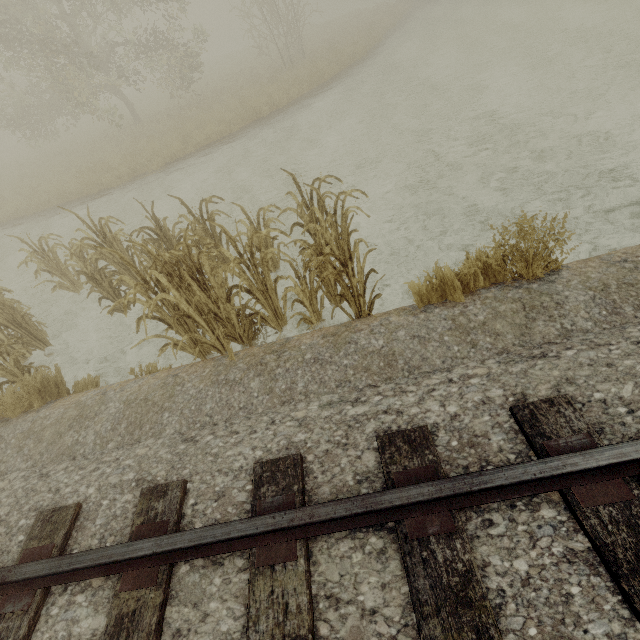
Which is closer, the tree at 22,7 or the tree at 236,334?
the tree at 236,334

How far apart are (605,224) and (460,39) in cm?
1599

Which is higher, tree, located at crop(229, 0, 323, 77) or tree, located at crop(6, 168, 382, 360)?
tree, located at crop(229, 0, 323, 77)

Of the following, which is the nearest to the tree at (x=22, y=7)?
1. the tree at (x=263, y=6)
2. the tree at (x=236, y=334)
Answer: the tree at (x=263, y=6)

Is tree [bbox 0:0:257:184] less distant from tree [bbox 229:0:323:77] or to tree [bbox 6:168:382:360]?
tree [bbox 229:0:323:77]

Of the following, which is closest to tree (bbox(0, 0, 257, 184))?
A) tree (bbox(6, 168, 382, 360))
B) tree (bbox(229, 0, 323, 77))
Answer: tree (bbox(229, 0, 323, 77))
